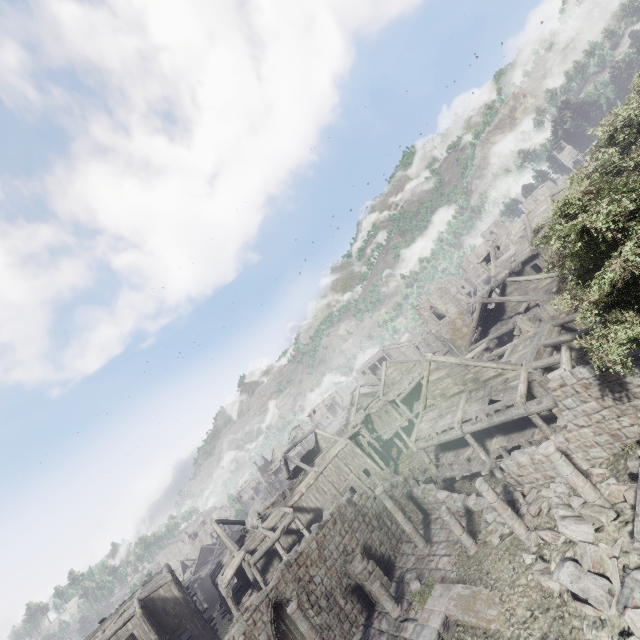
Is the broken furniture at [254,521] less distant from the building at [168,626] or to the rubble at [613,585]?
the building at [168,626]

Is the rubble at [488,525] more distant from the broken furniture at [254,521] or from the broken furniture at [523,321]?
the broken furniture at [254,521]

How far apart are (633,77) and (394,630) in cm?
3561

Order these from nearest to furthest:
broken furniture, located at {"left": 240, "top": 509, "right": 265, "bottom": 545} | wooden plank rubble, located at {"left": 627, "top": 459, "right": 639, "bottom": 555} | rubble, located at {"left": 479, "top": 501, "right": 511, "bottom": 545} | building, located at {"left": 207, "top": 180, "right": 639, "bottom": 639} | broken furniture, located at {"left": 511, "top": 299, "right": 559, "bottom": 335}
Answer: wooden plank rubble, located at {"left": 627, "top": 459, "right": 639, "bottom": 555} < building, located at {"left": 207, "top": 180, "right": 639, "bottom": 639} < rubble, located at {"left": 479, "top": 501, "right": 511, "bottom": 545} < broken furniture, located at {"left": 511, "top": 299, "right": 559, "bottom": 335} < broken furniture, located at {"left": 240, "top": 509, "right": 265, "bottom": 545}

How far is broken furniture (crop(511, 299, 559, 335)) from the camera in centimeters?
2028cm

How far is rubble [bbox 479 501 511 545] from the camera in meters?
14.2 m

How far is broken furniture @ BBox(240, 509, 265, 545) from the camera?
28.7m

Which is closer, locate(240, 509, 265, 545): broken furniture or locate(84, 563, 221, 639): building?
locate(84, 563, 221, 639): building
